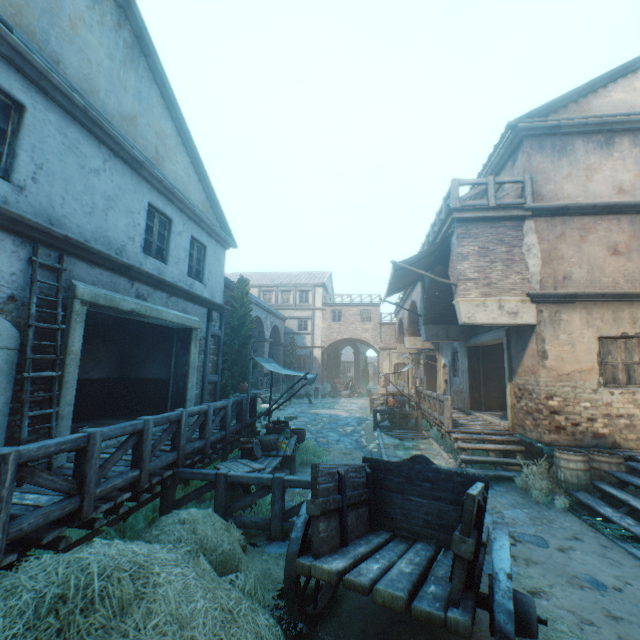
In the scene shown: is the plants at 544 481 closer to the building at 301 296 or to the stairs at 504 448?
the stairs at 504 448

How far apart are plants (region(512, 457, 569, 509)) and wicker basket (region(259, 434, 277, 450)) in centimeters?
588cm

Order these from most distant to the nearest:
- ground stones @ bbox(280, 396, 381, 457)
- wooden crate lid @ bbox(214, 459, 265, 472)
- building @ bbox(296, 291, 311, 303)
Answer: building @ bbox(296, 291, 311, 303), ground stones @ bbox(280, 396, 381, 457), wooden crate lid @ bbox(214, 459, 265, 472)

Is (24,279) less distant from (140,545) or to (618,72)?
(140,545)

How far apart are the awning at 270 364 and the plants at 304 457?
0.38m

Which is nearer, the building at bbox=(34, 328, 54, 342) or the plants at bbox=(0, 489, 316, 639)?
the plants at bbox=(0, 489, 316, 639)

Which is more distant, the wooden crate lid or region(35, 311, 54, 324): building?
the wooden crate lid

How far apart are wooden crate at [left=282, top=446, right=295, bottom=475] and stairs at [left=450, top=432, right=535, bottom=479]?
4.5 meters
